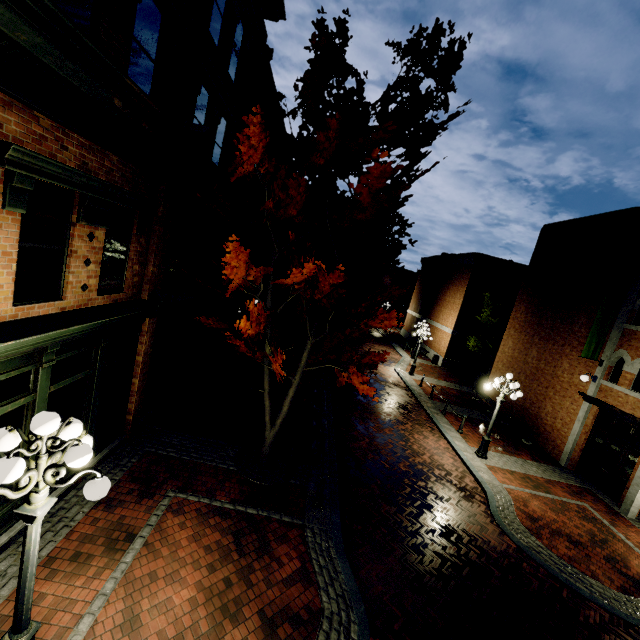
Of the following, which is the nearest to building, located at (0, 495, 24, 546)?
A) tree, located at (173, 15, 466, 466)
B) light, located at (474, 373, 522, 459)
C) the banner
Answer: tree, located at (173, 15, 466, 466)

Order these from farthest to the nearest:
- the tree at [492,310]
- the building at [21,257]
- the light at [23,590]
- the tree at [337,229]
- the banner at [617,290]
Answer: the tree at [492,310], the banner at [617,290], the tree at [337,229], the building at [21,257], the light at [23,590]

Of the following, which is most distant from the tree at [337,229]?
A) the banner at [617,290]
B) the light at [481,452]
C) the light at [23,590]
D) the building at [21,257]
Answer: the banner at [617,290]

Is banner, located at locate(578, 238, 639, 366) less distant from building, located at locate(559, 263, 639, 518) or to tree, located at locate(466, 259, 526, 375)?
tree, located at locate(466, 259, 526, 375)

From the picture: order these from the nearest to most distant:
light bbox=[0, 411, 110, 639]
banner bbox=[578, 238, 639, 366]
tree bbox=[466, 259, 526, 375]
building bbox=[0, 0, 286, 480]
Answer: light bbox=[0, 411, 110, 639] < building bbox=[0, 0, 286, 480] < banner bbox=[578, 238, 639, 366] < tree bbox=[466, 259, 526, 375]

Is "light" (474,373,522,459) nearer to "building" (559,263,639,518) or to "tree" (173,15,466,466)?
"tree" (173,15,466,466)

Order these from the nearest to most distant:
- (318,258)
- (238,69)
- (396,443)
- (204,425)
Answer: (318,258) < (204,425) < (238,69) < (396,443)

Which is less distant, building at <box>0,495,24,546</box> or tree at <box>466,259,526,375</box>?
building at <box>0,495,24,546</box>
